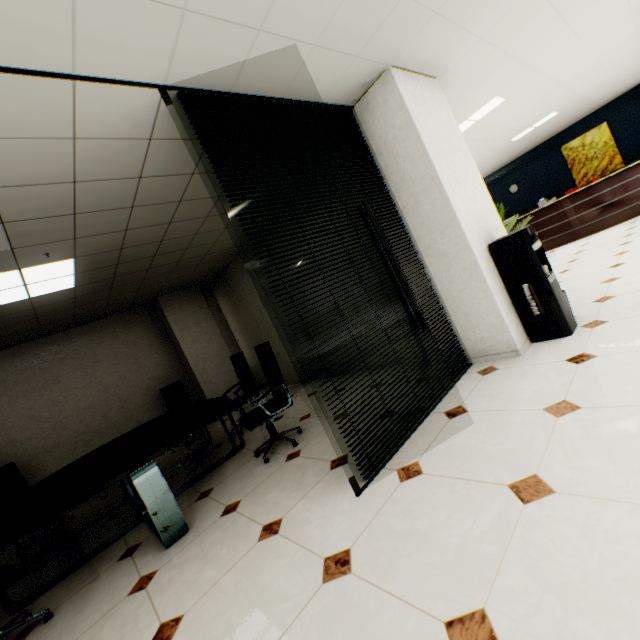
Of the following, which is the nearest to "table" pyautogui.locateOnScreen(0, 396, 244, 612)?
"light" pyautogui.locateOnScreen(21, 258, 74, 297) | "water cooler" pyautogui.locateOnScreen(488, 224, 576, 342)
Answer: "light" pyautogui.locateOnScreen(21, 258, 74, 297)

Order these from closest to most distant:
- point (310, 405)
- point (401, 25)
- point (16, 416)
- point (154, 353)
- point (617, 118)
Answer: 1. point (401, 25)
2. point (310, 405)
3. point (16, 416)
4. point (154, 353)
5. point (617, 118)

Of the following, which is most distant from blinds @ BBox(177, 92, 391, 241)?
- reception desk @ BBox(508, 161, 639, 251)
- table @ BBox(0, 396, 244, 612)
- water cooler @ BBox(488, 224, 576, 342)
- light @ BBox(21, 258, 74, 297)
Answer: reception desk @ BBox(508, 161, 639, 251)

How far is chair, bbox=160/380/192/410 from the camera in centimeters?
645cm

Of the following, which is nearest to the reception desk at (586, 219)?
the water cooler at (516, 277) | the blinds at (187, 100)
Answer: the water cooler at (516, 277)

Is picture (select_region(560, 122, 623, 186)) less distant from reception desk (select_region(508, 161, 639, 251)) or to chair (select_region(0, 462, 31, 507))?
reception desk (select_region(508, 161, 639, 251))

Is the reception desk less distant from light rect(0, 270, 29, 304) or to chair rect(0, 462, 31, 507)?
light rect(0, 270, 29, 304)

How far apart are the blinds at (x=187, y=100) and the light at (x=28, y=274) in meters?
2.6 m
